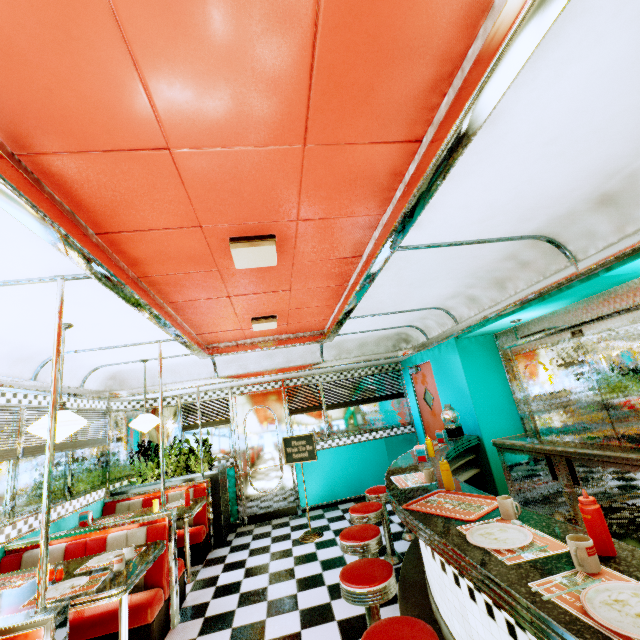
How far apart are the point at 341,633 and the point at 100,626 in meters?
2.2 m

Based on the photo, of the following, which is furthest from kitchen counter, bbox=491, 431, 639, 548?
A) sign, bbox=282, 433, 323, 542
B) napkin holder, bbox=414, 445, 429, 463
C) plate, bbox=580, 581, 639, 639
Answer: sign, bbox=282, 433, 323, 542

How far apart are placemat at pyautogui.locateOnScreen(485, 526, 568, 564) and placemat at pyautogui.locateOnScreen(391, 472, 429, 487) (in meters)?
0.98

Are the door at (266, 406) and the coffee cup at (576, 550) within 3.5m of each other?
no

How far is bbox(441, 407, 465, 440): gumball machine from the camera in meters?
4.8 m

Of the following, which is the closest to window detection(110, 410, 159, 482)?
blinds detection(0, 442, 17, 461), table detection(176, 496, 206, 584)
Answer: table detection(176, 496, 206, 584)

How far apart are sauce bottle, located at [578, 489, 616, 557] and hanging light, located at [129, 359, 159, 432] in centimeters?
494cm

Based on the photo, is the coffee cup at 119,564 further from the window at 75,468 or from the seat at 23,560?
the window at 75,468
